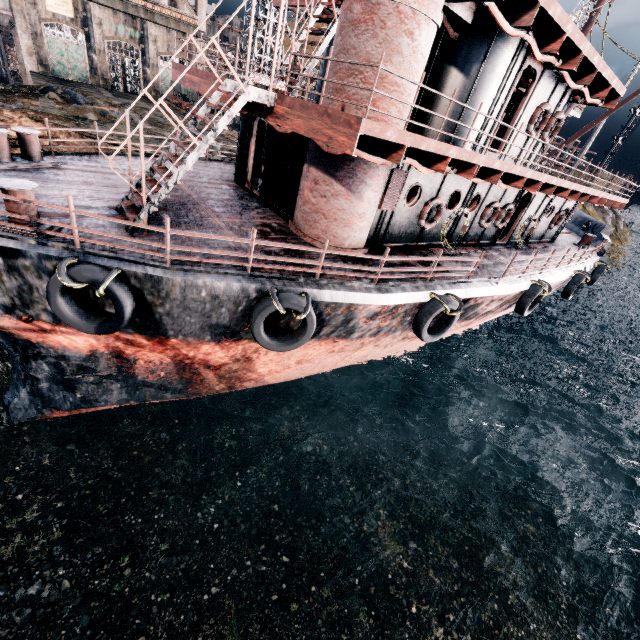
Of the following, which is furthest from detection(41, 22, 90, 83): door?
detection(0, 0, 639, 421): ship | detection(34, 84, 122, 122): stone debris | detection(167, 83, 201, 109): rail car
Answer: detection(0, 0, 639, 421): ship

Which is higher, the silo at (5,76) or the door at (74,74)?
the door at (74,74)

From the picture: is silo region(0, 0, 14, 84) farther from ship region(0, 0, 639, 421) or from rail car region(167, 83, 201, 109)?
ship region(0, 0, 639, 421)

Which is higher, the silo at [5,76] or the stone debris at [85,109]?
the stone debris at [85,109]

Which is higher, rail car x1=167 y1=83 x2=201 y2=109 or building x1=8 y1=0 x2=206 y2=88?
building x1=8 y1=0 x2=206 y2=88

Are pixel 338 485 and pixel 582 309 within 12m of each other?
no

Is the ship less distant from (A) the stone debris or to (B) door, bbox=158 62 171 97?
(A) the stone debris

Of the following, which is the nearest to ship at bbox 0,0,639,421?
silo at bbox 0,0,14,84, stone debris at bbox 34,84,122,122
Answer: stone debris at bbox 34,84,122,122
